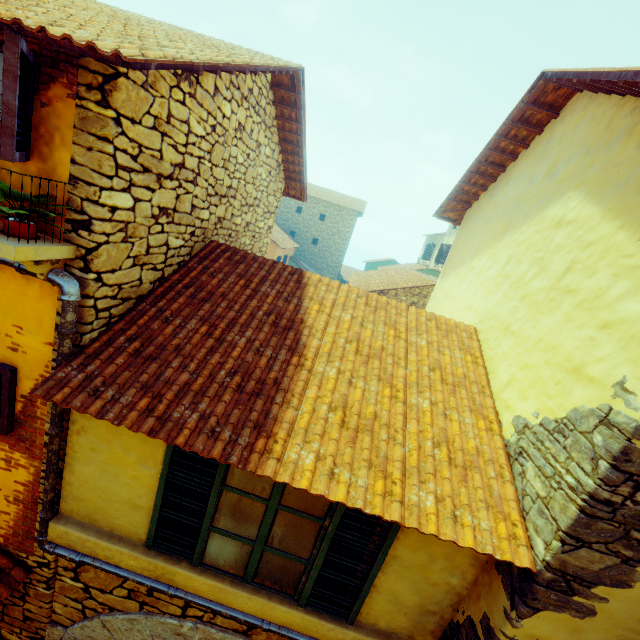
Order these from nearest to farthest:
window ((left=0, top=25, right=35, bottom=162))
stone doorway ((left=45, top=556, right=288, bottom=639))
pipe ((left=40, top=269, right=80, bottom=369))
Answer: window ((left=0, top=25, right=35, bottom=162)) < pipe ((left=40, top=269, right=80, bottom=369)) < stone doorway ((left=45, top=556, right=288, bottom=639))

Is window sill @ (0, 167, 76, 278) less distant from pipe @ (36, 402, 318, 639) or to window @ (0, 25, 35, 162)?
pipe @ (36, 402, 318, 639)

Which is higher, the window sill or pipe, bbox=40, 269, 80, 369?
the window sill

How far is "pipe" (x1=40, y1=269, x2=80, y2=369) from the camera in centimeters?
252cm

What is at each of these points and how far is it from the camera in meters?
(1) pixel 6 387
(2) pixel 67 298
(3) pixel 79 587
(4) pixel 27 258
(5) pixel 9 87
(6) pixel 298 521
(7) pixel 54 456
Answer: (1) window, 2.9
(2) pipe, 2.5
(3) stone doorway, 3.6
(4) window sill, 2.2
(5) window, 1.9
(6) window, 3.0
(7) pipe, 3.0

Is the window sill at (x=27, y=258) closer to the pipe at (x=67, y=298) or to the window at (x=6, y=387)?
the pipe at (x=67, y=298)

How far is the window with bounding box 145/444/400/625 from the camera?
2.9m

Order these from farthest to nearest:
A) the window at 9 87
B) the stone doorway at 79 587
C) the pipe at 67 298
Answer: the stone doorway at 79 587, the pipe at 67 298, the window at 9 87
